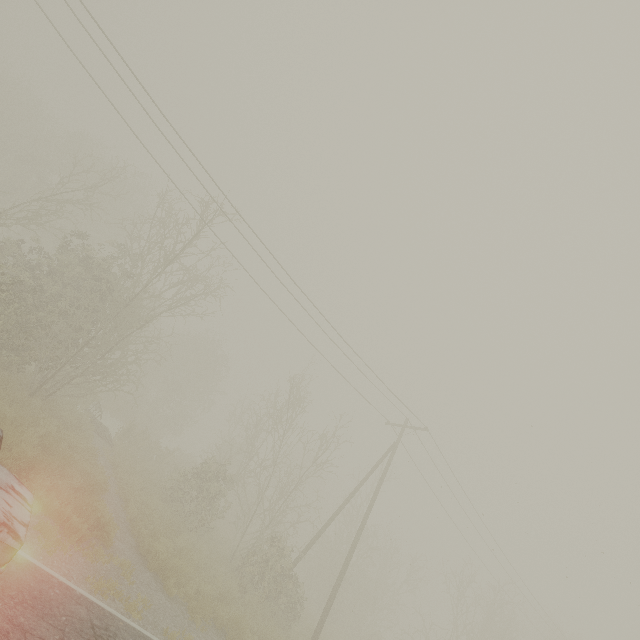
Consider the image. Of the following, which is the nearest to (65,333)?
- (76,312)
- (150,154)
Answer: (76,312)
